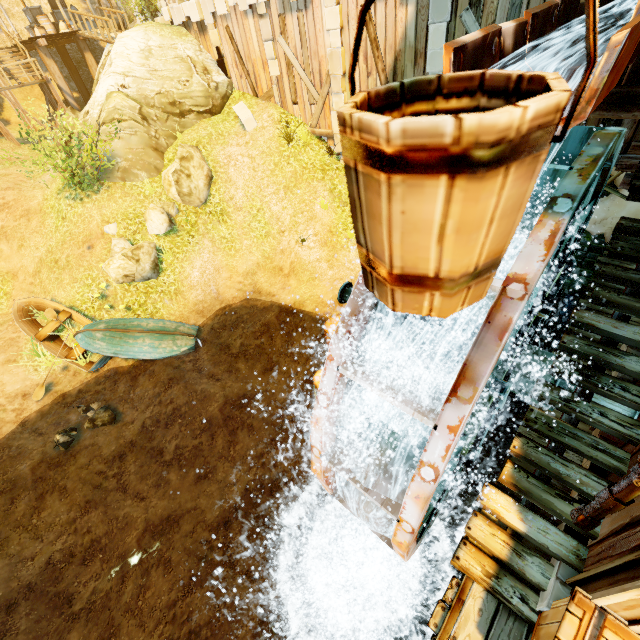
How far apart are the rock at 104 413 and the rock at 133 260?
4.2m

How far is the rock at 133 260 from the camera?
11.2m

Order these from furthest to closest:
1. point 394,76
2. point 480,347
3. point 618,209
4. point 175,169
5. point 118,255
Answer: point 175,169
point 118,255
point 394,76
point 618,209
point 480,347

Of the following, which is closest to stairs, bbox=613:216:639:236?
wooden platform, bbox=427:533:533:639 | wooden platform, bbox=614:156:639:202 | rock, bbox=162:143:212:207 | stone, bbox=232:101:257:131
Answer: wooden platform, bbox=614:156:639:202

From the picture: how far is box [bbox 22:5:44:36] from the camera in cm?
1934

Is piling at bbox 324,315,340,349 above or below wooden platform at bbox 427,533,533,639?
above

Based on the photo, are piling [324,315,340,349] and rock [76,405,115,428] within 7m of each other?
yes

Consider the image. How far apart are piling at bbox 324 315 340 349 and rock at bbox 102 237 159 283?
8.3 meters
